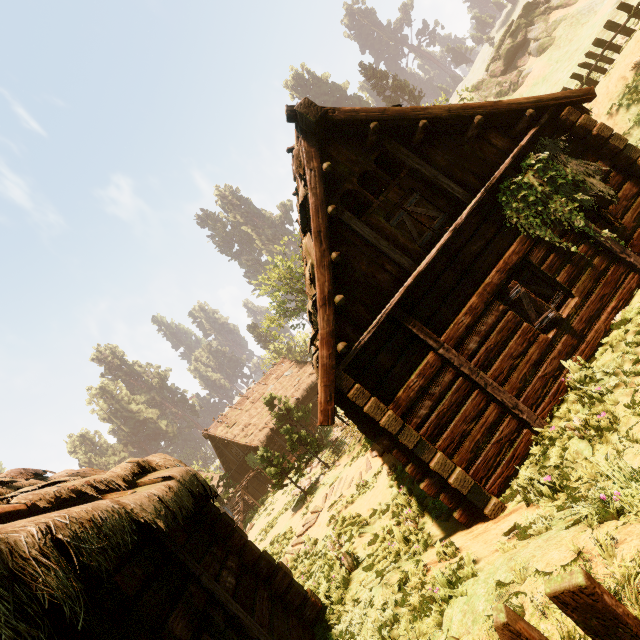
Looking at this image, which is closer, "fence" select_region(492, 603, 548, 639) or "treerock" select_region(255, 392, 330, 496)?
"fence" select_region(492, 603, 548, 639)

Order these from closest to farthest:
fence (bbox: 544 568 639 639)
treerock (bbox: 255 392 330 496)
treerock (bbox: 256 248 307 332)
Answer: fence (bbox: 544 568 639 639), treerock (bbox: 255 392 330 496), treerock (bbox: 256 248 307 332)

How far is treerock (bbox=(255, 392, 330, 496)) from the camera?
17.36m

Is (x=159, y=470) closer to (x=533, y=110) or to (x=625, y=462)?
(x=625, y=462)

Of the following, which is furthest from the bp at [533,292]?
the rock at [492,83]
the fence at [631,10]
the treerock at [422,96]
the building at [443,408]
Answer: the rock at [492,83]

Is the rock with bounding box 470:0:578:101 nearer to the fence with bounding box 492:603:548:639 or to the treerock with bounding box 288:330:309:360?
the treerock with bounding box 288:330:309:360

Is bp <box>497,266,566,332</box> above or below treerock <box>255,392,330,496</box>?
→ below

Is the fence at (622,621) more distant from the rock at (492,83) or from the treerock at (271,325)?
the rock at (492,83)
